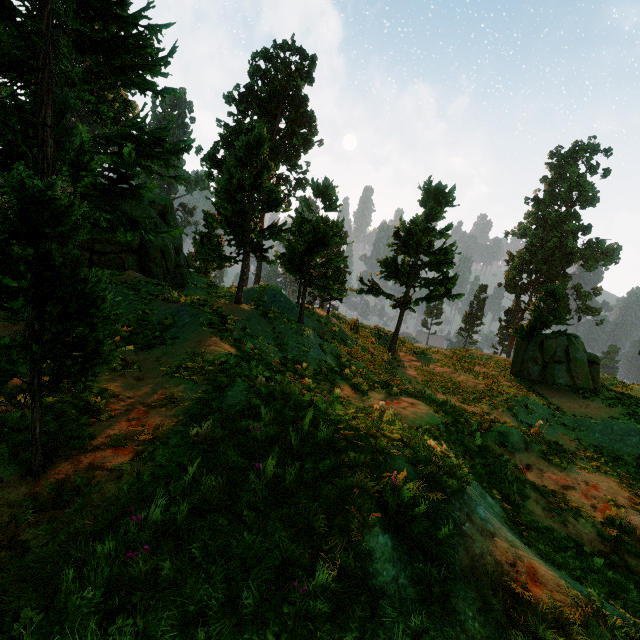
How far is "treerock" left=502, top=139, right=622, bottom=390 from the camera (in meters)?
20.08

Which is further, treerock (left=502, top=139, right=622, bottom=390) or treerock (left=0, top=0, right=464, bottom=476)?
treerock (left=502, top=139, right=622, bottom=390)

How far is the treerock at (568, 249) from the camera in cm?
2008

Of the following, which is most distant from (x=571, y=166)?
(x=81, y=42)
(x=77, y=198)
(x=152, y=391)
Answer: (x=77, y=198)

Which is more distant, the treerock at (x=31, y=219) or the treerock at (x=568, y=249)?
the treerock at (x=568, y=249)
